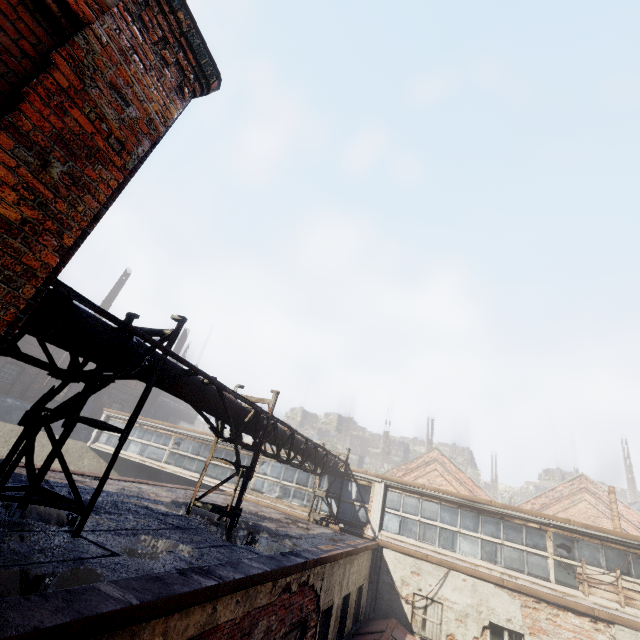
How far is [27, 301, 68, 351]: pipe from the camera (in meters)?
4.11

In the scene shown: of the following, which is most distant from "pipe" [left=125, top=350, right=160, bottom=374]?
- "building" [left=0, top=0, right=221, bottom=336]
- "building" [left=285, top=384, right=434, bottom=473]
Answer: "building" [left=285, top=384, right=434, bottom=473]

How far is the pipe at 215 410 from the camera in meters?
6.1

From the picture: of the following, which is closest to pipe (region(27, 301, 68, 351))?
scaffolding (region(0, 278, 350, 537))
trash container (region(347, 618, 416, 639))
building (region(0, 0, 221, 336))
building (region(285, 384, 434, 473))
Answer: scaffolding (region(0, 278, 350, 537))

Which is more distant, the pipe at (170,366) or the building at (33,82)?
the pipe at (170,366)

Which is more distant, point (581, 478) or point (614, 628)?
point (581, 478)

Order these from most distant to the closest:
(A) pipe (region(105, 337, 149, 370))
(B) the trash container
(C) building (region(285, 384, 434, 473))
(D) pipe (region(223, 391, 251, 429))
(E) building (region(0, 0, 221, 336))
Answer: (C) building (region(285, 384, 434, 473))
(B) the trash container
(D) pipe (region(223, 391, 251, 429))
(A) pipe (region(105, 337, 149, 370))
(E) building (region(0, 0, 221, 336))
